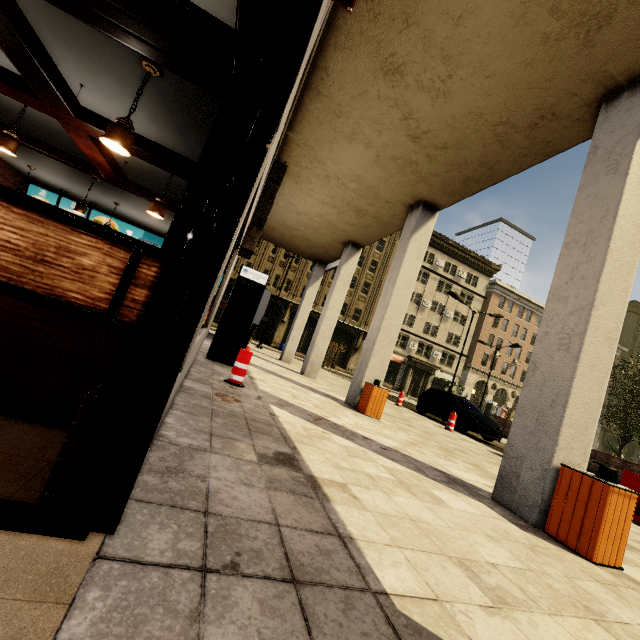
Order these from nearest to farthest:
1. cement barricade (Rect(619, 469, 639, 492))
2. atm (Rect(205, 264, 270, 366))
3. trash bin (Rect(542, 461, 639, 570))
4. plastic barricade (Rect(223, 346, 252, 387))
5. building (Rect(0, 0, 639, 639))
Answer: building (Rect(0, 0, 639, 639)), trash bin (Rect(542, 461, 639, 570)), plastic barricade (Rect(223, 346, 252, 387)), cement barricade (Rect(619, 469, 639, 492)), atm (Rect(205, 264, 270, 366))

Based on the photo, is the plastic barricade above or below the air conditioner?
below

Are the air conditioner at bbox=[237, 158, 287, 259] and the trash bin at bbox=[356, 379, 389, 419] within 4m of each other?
no

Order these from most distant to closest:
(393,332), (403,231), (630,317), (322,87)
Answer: (630,317)
(403,231)
(393,332)
(322,87)

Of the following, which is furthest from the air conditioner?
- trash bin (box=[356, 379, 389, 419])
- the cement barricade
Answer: the cement barricade

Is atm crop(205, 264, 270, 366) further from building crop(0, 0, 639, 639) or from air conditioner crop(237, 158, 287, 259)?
air conditioner crop(237, 158, 287, 259)

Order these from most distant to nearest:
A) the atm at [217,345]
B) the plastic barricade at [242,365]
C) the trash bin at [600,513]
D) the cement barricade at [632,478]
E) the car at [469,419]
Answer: the car at [469,419] → the atm at [217,345] → the cement barricade at [632,478] → the plastic barricade at [242,365] → the trash bin at [600,513]

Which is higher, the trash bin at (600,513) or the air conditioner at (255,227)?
the air conditioner at (255,227)
